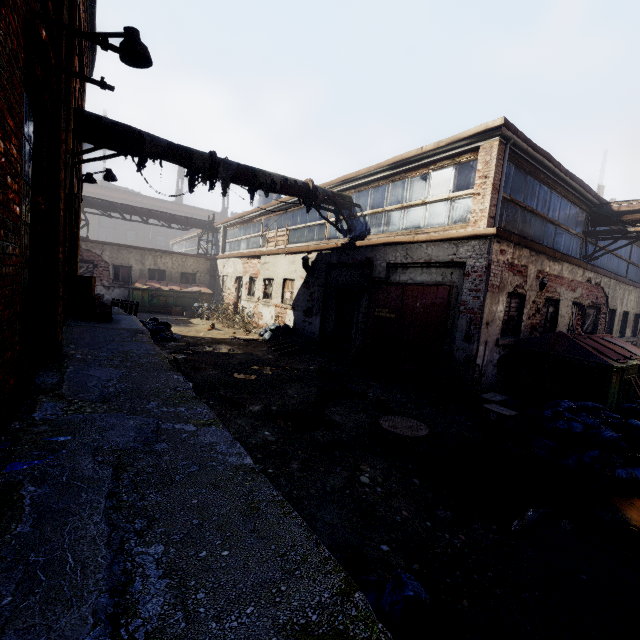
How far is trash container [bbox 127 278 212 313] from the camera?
18.0m

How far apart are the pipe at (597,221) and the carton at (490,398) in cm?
→ 930

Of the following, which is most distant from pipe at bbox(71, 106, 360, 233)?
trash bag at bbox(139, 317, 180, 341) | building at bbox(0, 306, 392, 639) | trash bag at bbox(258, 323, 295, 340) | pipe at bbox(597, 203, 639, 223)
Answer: pipe at bbox(597, 203, 639, 223)

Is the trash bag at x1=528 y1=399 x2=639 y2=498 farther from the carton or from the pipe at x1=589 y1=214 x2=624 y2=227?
the pipe at x1=589 y1=214 x2=624 y2=227

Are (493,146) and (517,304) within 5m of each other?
yes

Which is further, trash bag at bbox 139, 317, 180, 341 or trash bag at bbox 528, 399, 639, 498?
trash bag at bbox 139, 317, 180, 341

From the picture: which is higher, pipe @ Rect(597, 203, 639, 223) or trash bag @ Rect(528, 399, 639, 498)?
pipe @ Rect(597, 203, 639, 223)

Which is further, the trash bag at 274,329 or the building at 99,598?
the trash bag at 274,329
